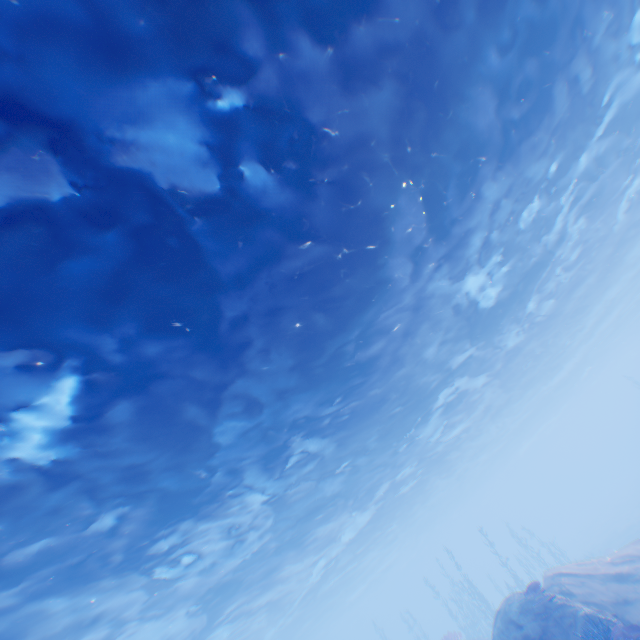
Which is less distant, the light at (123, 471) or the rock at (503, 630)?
the light at (123, 471)

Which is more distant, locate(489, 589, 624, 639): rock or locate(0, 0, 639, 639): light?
locate(489, 589, 624, 639): rock

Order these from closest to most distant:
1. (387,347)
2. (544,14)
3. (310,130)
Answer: (310,130) → (544,14) → (387,347)

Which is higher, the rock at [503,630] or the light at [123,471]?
the light at [123,471]

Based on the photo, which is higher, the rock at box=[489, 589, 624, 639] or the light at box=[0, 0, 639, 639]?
the light at box=[0, 0, 639, 639]
